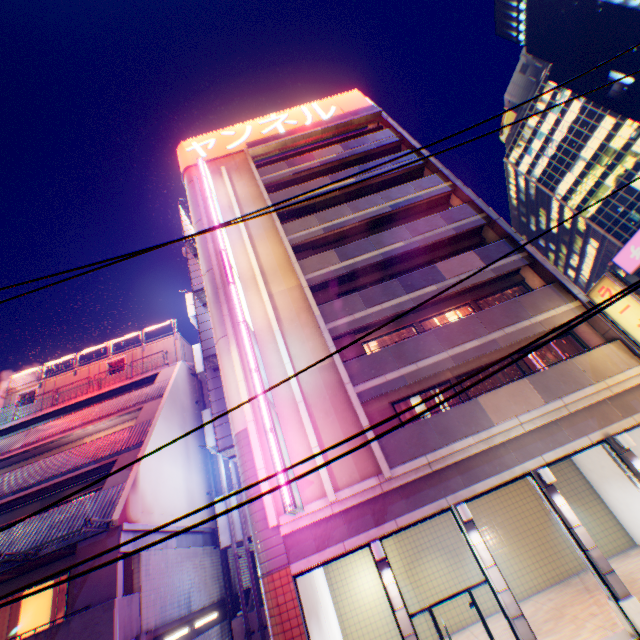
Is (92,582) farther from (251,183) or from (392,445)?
(251,183)

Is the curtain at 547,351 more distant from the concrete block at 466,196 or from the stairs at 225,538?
the stairs at 225,538

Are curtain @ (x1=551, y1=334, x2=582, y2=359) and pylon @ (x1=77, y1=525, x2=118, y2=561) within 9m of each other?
no

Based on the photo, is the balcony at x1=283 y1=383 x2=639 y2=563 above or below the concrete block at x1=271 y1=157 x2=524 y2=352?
below

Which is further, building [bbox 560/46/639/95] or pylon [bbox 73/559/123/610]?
building [bbox 560/46/639/95]

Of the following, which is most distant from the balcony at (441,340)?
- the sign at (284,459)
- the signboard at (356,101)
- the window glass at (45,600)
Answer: the signboard at (356,101)

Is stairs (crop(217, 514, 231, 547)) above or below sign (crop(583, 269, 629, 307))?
below

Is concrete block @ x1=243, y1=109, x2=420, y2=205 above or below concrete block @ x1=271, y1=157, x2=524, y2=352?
above
